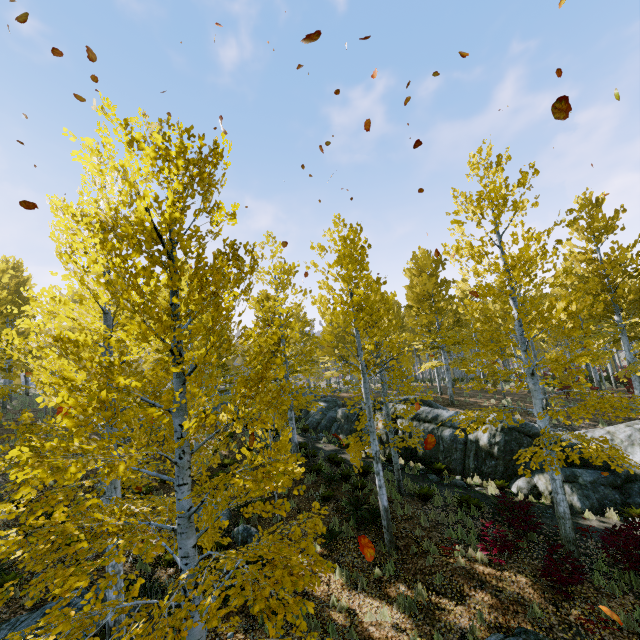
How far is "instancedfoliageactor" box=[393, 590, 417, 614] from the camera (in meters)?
7.88

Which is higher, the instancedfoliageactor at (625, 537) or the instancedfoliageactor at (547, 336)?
the instancedfoliageactor at (547, 336)

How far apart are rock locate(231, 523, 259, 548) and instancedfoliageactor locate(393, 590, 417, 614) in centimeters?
501cm

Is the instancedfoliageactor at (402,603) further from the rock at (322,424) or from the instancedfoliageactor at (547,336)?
the rock at (322,424)

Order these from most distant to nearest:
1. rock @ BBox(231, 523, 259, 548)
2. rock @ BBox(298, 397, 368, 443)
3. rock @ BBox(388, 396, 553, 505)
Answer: rock @ BBox(298, 397, 368, 443)
rock @ BBox(388, 396, 553, 505)
rock @ BBox(231, 523, 259, 548)

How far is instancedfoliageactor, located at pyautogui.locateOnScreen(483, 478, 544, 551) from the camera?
9.2m

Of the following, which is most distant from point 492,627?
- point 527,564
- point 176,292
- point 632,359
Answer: point 632,359

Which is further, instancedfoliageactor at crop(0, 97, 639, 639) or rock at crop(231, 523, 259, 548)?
rock at crop(231, 523, 259, 548)
